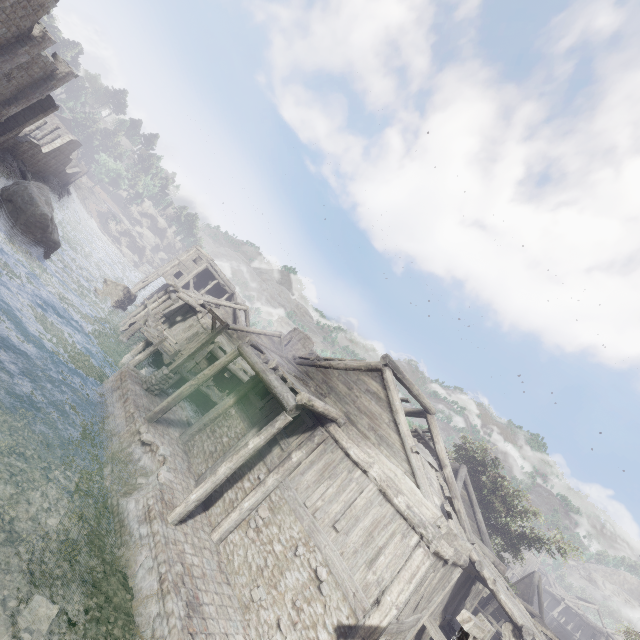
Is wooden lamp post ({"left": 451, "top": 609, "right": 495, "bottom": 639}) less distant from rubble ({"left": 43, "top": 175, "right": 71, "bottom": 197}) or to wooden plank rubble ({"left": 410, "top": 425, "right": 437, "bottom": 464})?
wooden plank rubble ({"left": 410, "top": 425, "right": 437, "bottom": 464})

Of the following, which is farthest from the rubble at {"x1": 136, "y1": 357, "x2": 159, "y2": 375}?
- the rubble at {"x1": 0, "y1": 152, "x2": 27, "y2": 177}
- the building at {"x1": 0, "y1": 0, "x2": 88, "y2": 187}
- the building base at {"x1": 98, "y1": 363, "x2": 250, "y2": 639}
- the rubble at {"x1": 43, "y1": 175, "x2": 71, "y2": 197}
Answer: the rubble at {"x1": 43, "y1": 175, "x2": 71, "y2": 197}

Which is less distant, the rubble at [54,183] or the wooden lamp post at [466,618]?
the wooden lamp post at [466,618]

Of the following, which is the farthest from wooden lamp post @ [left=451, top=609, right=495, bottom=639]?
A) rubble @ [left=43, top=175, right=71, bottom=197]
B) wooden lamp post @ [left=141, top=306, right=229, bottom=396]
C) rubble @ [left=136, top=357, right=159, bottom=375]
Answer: rubble @ [left=43, top=175, right=71, bottom=197]

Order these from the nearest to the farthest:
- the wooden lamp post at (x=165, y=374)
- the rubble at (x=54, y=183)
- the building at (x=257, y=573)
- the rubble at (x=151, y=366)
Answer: the building at (x=257, y=573) < the wooden lamp post at (x=165, y=374) < the rubble at (x=151, y=366) < the rubble at (x=54, y=183)

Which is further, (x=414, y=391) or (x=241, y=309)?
(x=241, y=309)

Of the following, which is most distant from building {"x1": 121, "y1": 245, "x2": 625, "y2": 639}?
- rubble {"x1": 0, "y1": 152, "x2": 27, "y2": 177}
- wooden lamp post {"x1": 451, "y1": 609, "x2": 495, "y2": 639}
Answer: wooden lamp post {"x1": 451, "y1": 609, "x2": 495, "y2": 639}

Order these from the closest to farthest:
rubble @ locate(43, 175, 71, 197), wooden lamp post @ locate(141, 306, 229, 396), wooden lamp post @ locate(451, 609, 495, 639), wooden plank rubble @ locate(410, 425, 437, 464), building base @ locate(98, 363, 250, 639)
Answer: wooden lamp post @ locate(451, 609, 495, 639)
building base @ locate(98, 363, 250, 639)
wooden lamp post @ locate(141, 306, 229, 396)
wooden plank rubble @ locate(410, 425, 437, 464)
rubble @ locate(43, 175, 71, 197)
